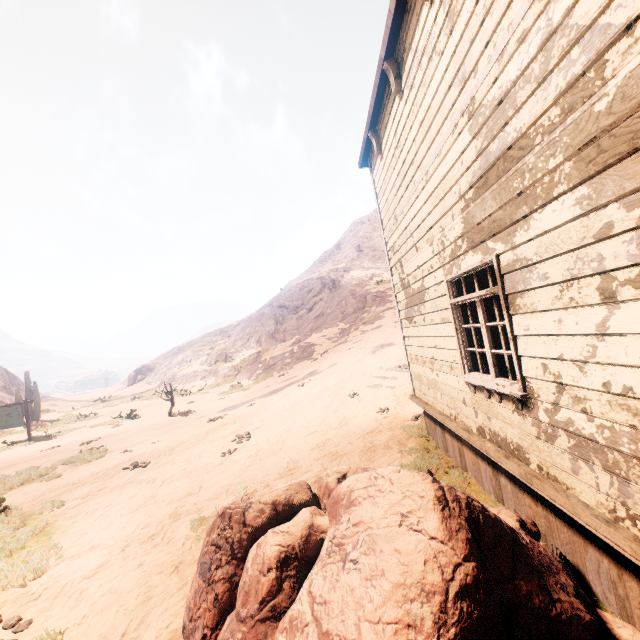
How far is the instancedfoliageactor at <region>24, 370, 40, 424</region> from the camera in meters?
24.1 m

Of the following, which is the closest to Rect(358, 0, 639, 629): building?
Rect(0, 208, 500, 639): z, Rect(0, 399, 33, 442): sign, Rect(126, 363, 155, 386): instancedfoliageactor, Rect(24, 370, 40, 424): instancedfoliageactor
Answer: Rect(0, 208, 500, 639): z

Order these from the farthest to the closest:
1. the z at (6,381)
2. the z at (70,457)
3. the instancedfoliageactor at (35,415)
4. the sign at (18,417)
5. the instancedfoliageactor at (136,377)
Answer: the instancedfoliageactor at (136,377) → the z at (6,381) → the instancedfoliageactor at (35,415) → the sign at (18,417) → the z at (70,457)

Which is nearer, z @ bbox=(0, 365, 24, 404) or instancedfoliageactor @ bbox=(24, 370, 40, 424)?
instancedfoliageactor @ bbox=(24, 370, 40, 424)

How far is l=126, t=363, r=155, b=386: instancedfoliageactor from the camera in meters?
46.8

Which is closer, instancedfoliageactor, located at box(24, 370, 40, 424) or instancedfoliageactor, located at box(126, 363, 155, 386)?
instancedfoliageactor, located at box(24, 370, 40, 424)

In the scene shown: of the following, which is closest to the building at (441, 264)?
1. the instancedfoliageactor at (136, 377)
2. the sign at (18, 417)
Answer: the sign at (18, 417)

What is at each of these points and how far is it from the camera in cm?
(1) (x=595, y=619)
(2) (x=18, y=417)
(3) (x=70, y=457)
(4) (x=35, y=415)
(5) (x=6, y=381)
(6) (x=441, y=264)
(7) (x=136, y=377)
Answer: (1) instancedfoliageactor, 203
(2) sign, 1695
(3) z, 1153
(4) instancedfoliageactor, 2402
(5) z, 3572
(6) building, 484
(7) instancedfoliageactor, 4741
